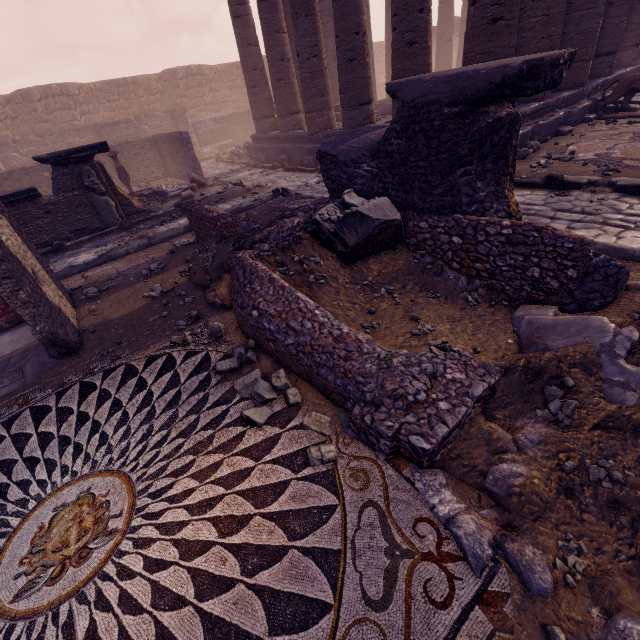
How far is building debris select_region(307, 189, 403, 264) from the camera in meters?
3.8

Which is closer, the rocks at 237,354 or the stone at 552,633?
the stone at 552,633

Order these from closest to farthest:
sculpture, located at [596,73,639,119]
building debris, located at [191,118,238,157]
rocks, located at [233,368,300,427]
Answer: rocks, located at [233,368,300,427]
sculpture, located at [596,73,639,119]
building debris, located at [191,118,238,157]

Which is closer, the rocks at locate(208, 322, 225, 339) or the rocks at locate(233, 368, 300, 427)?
the rocks at locate(233, 368, 300, 427)

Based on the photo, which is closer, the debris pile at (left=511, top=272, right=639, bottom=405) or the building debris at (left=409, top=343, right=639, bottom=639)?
the building debris at (left=409, top=343, right=639, bottom=639)

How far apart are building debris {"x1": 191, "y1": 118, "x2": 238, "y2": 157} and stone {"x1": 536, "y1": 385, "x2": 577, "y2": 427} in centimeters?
2330cm

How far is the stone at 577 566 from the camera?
1.7m

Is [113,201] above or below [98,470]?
above
